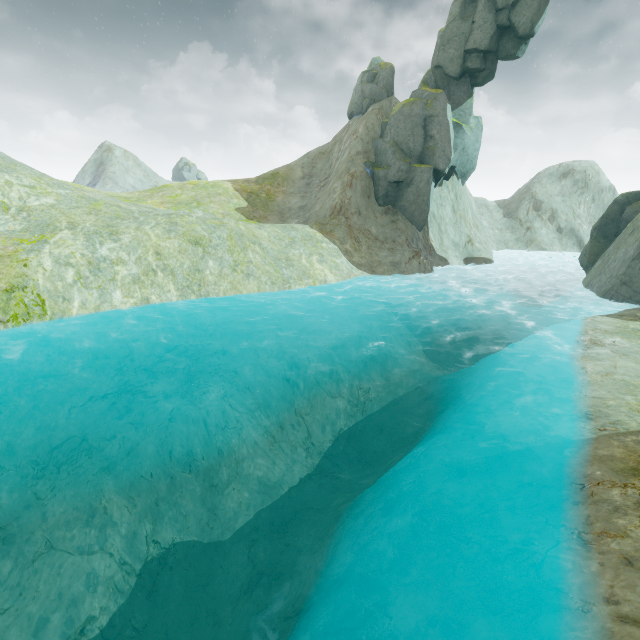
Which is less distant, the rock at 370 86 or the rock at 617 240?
the rock at 617 240

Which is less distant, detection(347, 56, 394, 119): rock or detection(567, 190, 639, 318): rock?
detection(567, 190, 639, 318): rock

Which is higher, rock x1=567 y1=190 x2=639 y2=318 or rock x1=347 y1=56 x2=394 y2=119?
rock x1=347 y1=56 x2=394 y2=119

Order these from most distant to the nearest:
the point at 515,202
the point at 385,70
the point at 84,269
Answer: the point at 515,202 → the point at 385,70 → the point at 84,269

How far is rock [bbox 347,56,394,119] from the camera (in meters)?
31.50

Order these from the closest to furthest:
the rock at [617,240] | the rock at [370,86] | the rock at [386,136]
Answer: the rock at [617,240] → the rock at [386,136] → the rock at [370,86]

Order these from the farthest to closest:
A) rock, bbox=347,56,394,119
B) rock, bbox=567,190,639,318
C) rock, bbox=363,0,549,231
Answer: rock, bbox=347,56,394,119 → rock, bbox=363,0,549,231 → rock, bbox=567,190,639,318
